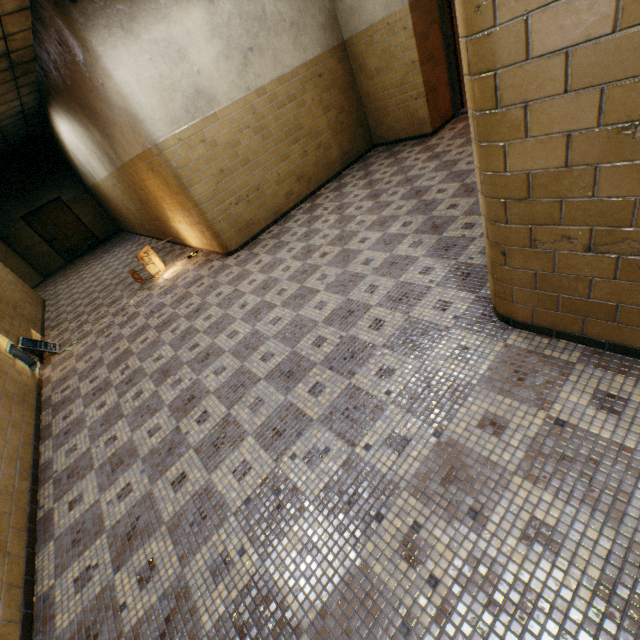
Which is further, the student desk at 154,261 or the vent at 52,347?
the student desk at 154,261

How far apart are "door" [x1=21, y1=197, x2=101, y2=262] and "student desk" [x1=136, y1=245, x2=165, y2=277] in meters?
9.9 m

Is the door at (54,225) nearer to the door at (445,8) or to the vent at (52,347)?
the vent at (52,347)

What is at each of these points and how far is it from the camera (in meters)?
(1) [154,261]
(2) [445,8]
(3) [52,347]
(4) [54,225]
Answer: (1) student desk, 6.56
(2) door, 5.48
(3) vent, 5.90
(4) door, 13.22

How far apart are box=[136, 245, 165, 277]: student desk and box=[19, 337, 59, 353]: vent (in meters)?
1.85

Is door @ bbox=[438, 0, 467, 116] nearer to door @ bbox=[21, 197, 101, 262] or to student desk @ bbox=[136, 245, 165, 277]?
student desk @ bbox=[136, 245, 165, 277]

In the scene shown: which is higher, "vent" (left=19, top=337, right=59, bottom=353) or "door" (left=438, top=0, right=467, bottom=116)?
"door" (left=438, top=0, right=467, bottom=116)

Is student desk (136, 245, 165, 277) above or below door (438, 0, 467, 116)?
below
